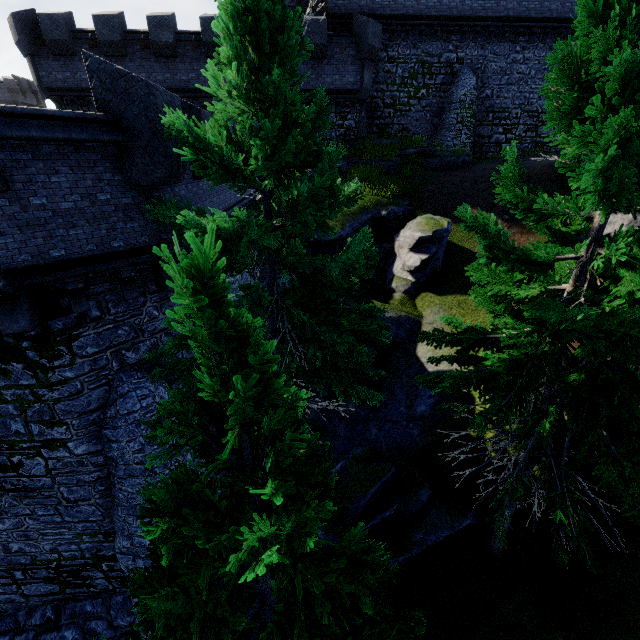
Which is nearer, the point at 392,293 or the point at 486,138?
the point at 392,293

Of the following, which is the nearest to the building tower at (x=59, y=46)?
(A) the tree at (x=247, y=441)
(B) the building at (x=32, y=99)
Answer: (A) the tree at (x=247, y=441)

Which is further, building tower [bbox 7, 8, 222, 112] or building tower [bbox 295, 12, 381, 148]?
building tower [bbox 295, 12, 381, 148]

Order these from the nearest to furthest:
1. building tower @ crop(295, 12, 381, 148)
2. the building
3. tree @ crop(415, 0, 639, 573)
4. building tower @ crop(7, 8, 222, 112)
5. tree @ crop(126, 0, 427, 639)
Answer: tree @ crop(126, 0, 427, 639)
tree @ crop(415, 0, 639, 573)
building tower @ crop(7, 8, 222, 112)
building tower @ crop(295, 12, 381, 148)
the building

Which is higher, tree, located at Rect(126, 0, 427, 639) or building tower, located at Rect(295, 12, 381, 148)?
building tower, located at Rect(295, 12, 381, 148)

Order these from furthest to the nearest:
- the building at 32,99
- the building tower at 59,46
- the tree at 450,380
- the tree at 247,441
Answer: the building at 32,99, the building tower at 59,46, the tree at 450,380, the tree at 247,441

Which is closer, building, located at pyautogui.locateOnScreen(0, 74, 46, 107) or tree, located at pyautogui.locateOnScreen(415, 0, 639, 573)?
tree, located at pyautogui.locateOnScreen(415, 0, 639, 573)

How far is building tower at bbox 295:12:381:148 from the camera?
19.1 meters
